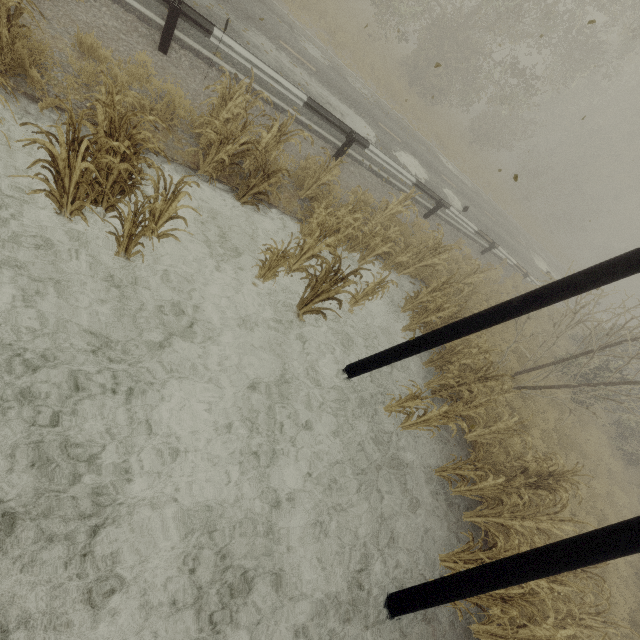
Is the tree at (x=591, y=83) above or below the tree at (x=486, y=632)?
above

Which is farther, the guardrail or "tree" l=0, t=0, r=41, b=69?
the guardrail

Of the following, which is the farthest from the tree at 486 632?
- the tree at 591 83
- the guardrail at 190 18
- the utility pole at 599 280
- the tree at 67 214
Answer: the guardrail at 190 18

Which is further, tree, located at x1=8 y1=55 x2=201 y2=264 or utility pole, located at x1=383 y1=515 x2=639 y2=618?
tree, located at x1=8 y1=55 x2=201 y2=264

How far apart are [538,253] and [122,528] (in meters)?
31.81

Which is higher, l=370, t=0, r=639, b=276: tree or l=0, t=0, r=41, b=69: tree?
l=370, t=0, r=639, b=276: tree

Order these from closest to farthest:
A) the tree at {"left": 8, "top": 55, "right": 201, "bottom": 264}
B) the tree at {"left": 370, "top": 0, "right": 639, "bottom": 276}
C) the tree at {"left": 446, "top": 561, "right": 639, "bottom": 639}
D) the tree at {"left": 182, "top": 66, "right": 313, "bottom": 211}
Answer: the tree at {"left": 8, "top": 55, "right": 201, "bottom": 264} < the tree at {"left": 446, "top": 561, "right": 639, "bottom": 639} < the tree at {"left": 182, "top": 66, "right": 313, "bottom": 211} < the tree at {"left": 370, "top": 0, "right": 639, "bottom": 276}

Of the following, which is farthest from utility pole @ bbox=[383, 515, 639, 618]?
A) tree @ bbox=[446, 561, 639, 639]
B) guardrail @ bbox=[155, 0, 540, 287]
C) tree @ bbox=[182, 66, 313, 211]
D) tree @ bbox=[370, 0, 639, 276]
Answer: guardrail @ bbox=[155, 0, 540, 287]
